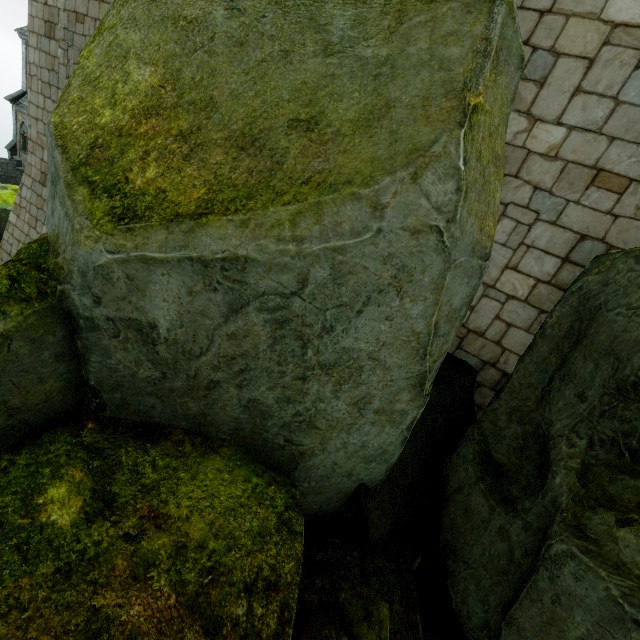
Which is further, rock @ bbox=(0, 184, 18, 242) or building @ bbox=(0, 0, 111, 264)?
rock @ bbox=(0, 184, 18, 242)

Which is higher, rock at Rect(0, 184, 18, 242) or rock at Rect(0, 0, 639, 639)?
rock at Rect(0, 0, 639, 639)

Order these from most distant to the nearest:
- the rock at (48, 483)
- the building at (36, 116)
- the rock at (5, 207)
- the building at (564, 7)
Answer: the rock at (5, 207) < the building at (36, 116) < the building at (564, 7) < the rock at (48, 483)

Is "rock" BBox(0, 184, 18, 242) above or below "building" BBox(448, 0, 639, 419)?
below

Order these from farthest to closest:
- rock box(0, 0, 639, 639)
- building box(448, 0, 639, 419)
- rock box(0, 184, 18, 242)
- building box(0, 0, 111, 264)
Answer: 1. rock box(0, 184, 18, 242)
2. building box(0, 0, 111, 264)
3. building box(448, 0, 639, 419)
4. rock box(0, 0, 639, 639)

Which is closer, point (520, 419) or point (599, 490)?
point (599, 490)

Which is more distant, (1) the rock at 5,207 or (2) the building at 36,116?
(1) the rock at 5,207
